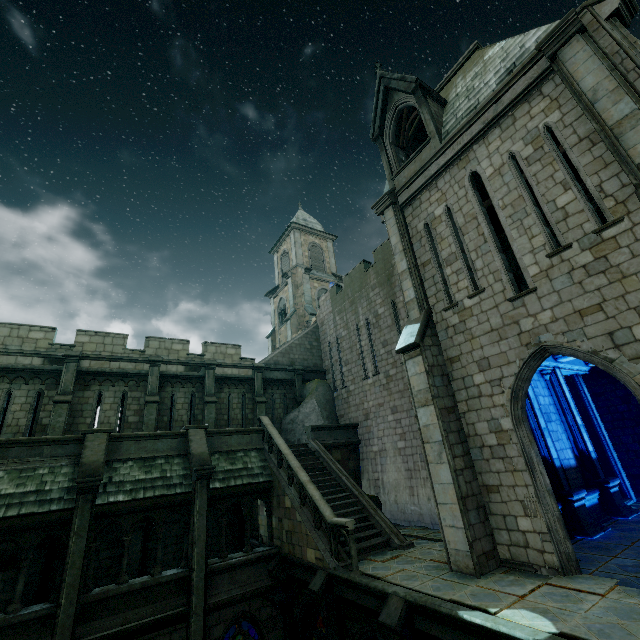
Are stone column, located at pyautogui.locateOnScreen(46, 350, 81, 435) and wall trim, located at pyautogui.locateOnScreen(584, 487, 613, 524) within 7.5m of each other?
no

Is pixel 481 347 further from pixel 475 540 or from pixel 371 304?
pixel 371 304

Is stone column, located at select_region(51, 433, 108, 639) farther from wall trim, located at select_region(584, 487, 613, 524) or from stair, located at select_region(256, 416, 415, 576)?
wall trim, located at select_region(584, 487, 613, 524)

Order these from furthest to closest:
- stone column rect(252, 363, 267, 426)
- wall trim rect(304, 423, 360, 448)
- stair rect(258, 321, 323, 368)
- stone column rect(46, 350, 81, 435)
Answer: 1. stair rect(258, 321, 323, 368)
2. stone column rect(252, 363, 267, 426)
3. wall trim rect(304, 423, 360, 448)
4. stone column rect(46, 350, 81, 435)

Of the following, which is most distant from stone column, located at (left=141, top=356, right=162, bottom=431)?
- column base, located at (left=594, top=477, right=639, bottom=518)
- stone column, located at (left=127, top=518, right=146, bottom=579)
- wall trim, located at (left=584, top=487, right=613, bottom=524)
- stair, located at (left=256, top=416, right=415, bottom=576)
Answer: column base, located at (left=594, top=477, right=639, bottom=518)

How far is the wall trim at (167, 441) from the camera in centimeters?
1212cm

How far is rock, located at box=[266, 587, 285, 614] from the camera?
11.5 meters

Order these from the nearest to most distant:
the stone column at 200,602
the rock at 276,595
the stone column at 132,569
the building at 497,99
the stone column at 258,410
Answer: the building at 497,99 → the stone column at 200,602 → the rock at 276,595 → the stone column at 132,569 → the stone column at 258,410
